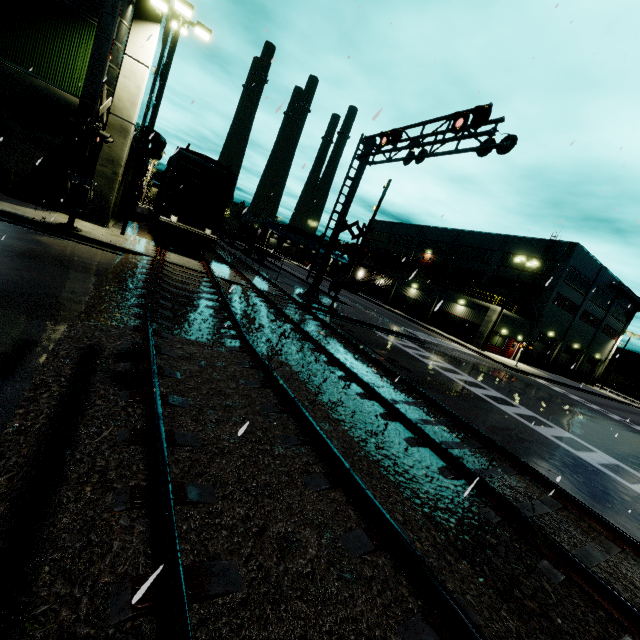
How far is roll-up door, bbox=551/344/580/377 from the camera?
44.4 meters

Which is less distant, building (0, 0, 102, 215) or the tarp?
building (0, 0, 102, 215)

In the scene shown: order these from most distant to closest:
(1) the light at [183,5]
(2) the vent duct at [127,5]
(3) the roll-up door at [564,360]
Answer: (3) the roll-up door at [564,360] < (1) the light at [183,5] < (2) the vent duct at [127,5]

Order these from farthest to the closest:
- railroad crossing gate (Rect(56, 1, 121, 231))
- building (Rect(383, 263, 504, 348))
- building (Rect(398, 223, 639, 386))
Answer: building (Rect(398, 223, 639, 386)), building (Rect(383, 263, 504, 348)), railroad crossing gate (Rect(56, 1, 121, 231))

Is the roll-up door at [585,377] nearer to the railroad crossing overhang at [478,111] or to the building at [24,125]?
the building at [24,125]

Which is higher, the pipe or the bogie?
the pipe

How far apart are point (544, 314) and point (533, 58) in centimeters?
3638cm

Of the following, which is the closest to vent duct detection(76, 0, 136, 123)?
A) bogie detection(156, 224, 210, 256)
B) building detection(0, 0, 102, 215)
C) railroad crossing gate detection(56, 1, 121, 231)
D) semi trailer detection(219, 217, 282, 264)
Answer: building detection(0, 0, 102, 215)
